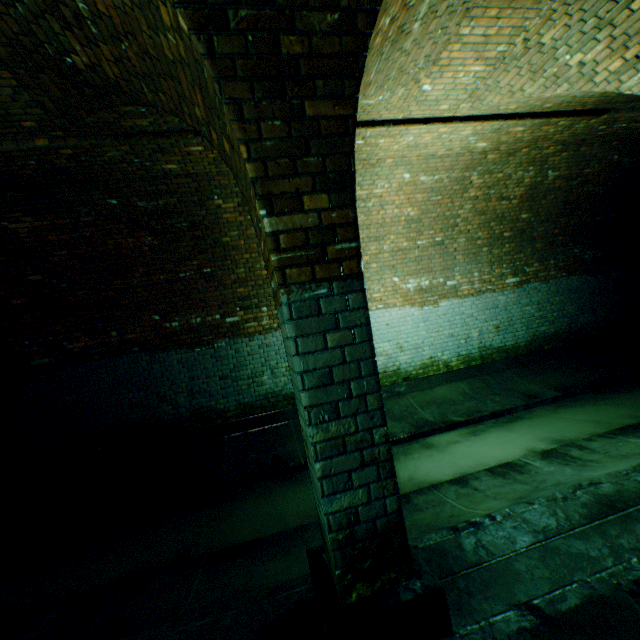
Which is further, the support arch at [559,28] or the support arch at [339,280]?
the support arch at [559,28]

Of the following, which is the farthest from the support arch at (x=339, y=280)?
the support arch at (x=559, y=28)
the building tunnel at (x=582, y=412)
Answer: the support arch at (x=559, y=28)

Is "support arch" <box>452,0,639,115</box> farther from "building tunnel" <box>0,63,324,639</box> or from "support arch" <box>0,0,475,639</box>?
"support arch" <box>0,0,475,639</box>

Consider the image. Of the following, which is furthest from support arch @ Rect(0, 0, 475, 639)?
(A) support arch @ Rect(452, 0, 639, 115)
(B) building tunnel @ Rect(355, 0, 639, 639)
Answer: (A) support arch @ Rect(452, 0, 639, 115)

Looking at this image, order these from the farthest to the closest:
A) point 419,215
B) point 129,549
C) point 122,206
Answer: point 419,215 → point 122,206 → point 129,549
